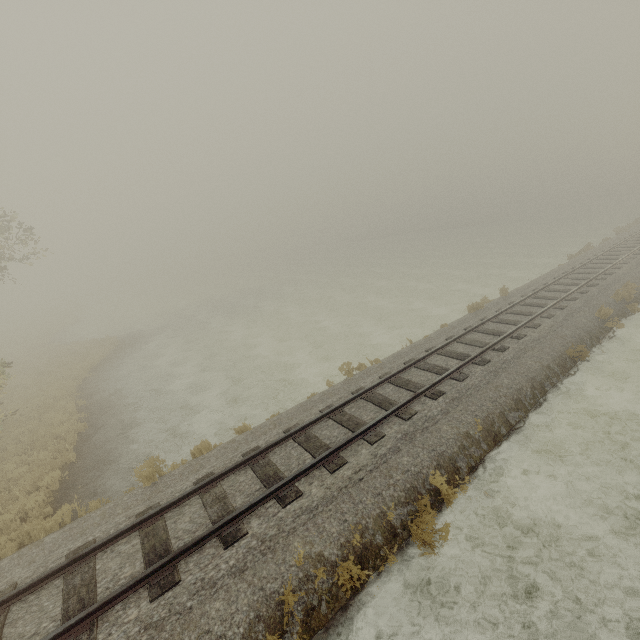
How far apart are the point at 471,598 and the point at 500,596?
0.5 meters
